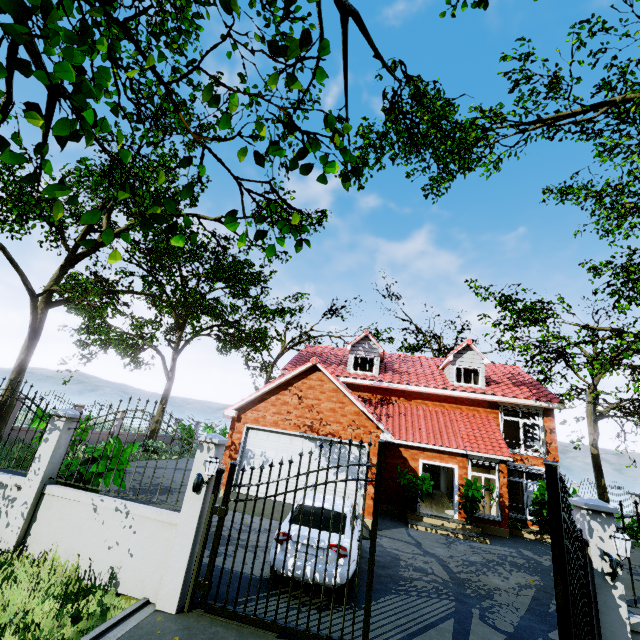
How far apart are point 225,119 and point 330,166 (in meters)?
0.77

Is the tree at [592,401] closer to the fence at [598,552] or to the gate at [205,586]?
the fence at [598,552]

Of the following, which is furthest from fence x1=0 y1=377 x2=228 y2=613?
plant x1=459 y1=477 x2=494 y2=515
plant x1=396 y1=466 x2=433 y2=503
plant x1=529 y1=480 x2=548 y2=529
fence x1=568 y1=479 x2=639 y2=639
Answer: plant x1=529 y1=480 x2=548 y2=529

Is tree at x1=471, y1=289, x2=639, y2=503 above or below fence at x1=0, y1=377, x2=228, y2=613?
above

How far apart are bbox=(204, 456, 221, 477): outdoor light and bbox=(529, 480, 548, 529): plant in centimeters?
1594cm

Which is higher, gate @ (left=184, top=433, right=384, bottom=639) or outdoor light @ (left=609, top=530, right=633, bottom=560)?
outdoor light @ (left=609, top=530, right=633, bottom=560)

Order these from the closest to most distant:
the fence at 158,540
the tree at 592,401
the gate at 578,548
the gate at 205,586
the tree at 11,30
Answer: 1. the tree at 11,30
2. the gate at 578,548
3. the gate at 205,586
4. the fence at 158,540
5. the tree at 592,401

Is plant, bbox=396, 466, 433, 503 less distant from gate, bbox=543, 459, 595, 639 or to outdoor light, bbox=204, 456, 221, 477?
gate, bbox=543, 459, 595, 639
